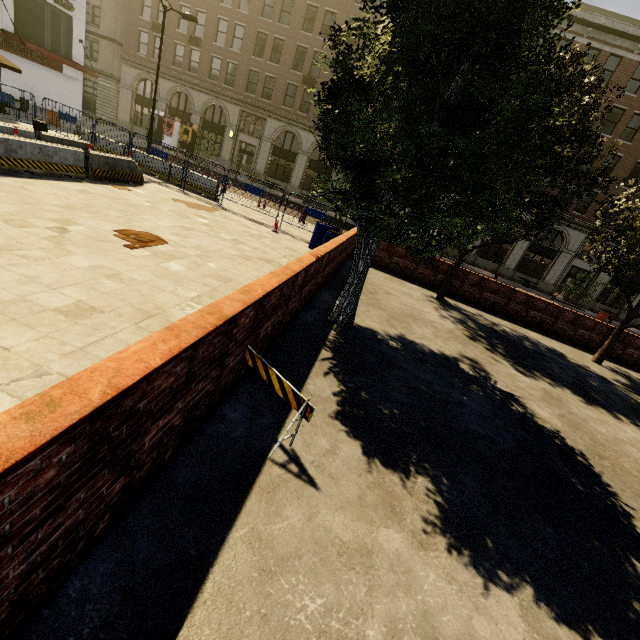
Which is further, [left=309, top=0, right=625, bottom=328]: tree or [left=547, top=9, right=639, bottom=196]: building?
[left=547, top=9, right=639, bottom=196]: building

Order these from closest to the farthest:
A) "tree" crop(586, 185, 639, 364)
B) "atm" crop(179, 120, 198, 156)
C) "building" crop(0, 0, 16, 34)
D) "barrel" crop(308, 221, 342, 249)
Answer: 1. "tree" crop(586, 185, 639, 364)
2. "barrel" crop(308, 221, 342, 249)
3. "building" crop(0, 0, 16, 34)
4. "atm" crop(179, 120, 198, 156)

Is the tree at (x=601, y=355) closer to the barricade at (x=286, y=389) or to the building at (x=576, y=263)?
the building at (x=576, y=263)

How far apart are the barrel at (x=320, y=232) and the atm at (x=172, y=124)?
29.3 meters

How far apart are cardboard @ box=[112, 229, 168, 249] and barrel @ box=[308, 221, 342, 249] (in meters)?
5.92

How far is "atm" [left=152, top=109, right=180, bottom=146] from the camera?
32.6m

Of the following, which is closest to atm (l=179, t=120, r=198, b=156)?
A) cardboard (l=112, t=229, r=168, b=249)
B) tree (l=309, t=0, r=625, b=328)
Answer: tree (l=309, t=0, r=625, b=328)

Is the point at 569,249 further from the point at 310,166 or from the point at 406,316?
the point at 406,316
